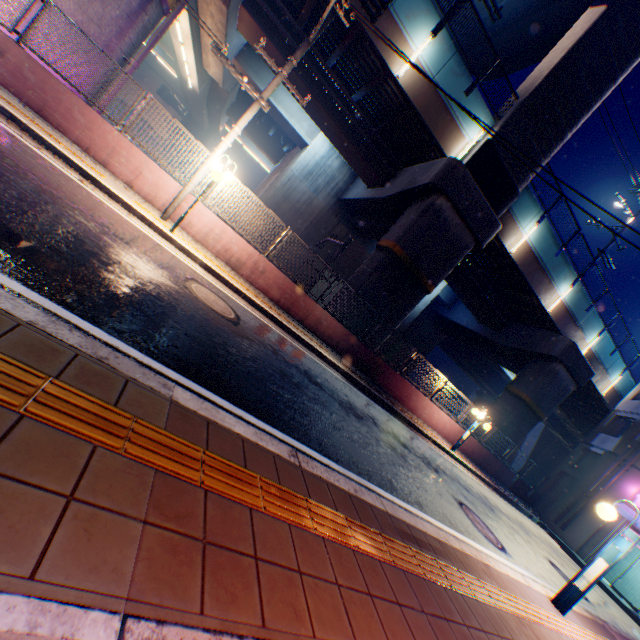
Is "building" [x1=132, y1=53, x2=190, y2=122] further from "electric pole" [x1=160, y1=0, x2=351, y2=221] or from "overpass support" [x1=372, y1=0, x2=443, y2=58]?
"electric pole" [x1=160, y1=0, x2=351, y2=221]

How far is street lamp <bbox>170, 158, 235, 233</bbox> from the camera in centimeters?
761cm

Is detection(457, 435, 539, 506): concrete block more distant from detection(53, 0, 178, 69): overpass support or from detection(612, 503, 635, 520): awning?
detection(612, 503, 635, 520): awning

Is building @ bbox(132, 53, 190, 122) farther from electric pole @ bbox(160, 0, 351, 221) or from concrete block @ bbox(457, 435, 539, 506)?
electric pole @ bbox(160, 0, 351, 221)

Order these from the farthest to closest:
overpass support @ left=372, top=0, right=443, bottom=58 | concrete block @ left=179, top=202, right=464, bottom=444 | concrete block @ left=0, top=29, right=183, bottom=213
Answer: overpass support @ left=372, top=0, right=443, bottom=58 < concrete block @ left=179, top=202, right=464, bottom=444 < concrete block @ left=0, top=29, right=183, bottom=213

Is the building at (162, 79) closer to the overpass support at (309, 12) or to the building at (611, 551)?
the overpass support at (309, 12)

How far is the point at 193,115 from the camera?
32.8 meters

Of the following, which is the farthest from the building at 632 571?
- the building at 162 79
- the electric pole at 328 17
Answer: the building at 162 79
